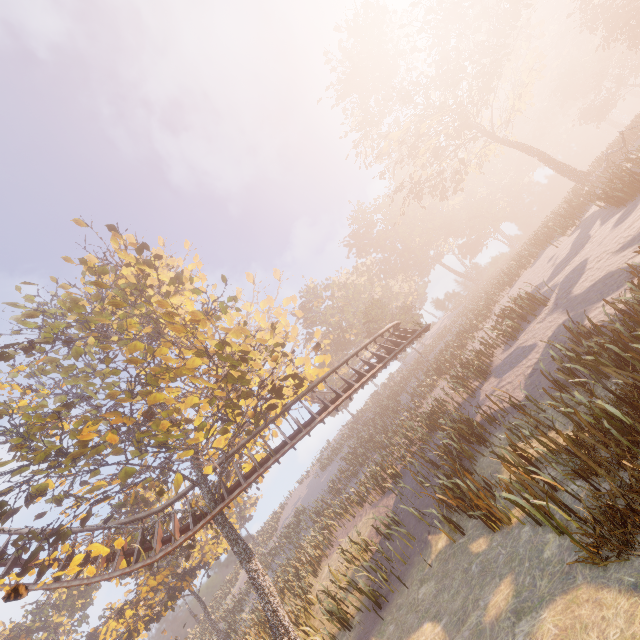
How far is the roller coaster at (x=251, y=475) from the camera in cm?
1351

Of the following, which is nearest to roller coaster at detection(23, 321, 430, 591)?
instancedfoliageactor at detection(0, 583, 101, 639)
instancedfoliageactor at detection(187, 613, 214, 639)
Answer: instancedfoliageactor at detection(187, 613, 214, 639)

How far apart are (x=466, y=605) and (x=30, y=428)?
12.8 meters

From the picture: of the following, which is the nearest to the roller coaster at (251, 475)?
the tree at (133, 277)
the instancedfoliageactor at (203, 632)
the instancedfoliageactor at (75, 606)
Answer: the tree at (133, 277)

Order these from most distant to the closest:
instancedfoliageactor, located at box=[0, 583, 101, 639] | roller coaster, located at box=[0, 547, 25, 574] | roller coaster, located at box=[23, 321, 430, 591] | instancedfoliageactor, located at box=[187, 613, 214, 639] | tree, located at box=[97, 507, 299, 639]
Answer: instancedfoliageactor, located at box=[187, 613, 214, 639], instancedfoliageactor, located at box=[0, 583, 101, 639], roller coaster, located at box=[0, 547, 25, 574], roller coaster, located at box=[23, 321, 430, 591], tree, located at box=[97, 507, 299, 639]

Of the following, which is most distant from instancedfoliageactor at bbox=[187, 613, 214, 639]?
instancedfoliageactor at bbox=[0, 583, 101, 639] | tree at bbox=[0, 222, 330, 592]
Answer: tree at bbox=[0, 222, 330, 592]

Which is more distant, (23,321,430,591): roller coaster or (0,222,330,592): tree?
(23,321,430,591): roller coaster

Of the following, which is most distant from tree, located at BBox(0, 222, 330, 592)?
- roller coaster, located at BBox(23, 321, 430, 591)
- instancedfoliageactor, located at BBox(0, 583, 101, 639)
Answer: instancedfoliageactor, located at BBox(0, 583, 101, 639)
